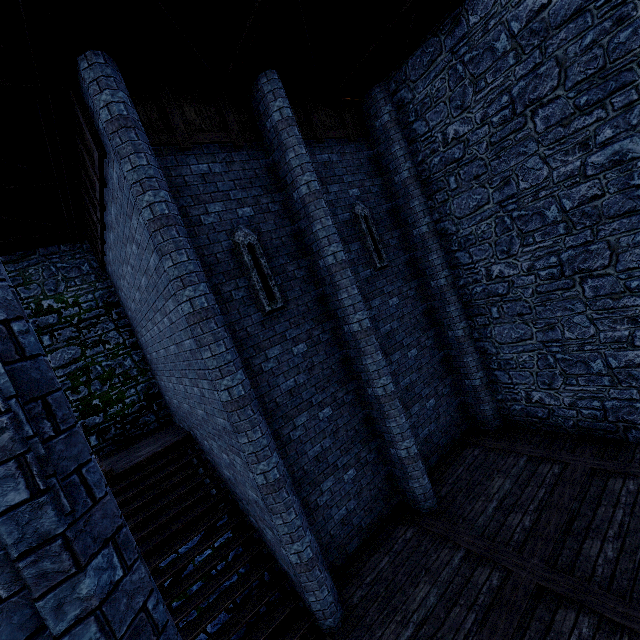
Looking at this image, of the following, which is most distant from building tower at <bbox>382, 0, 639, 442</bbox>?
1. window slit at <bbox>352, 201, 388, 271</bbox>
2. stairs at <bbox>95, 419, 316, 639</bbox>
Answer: window slit at <bbox>352, 201, 388, 271</bbox>

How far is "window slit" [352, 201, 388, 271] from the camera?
8.11m

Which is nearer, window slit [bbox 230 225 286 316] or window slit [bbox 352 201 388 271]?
window slit [bbox 230 225 286 316]

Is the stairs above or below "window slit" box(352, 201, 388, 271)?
below

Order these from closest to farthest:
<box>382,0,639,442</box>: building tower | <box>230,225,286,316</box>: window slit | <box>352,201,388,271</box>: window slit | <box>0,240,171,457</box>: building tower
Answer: <box>382,0,639,442</box>: building tower
<box>230,225,286,316</box>: window slit
<box>352,201,388,271</box>: window slit
<box>0,240,171,457</box>: building tower

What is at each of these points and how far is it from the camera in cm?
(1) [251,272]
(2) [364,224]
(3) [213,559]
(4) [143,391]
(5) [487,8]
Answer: (1) window slit, 625
(2) window slit, 814
(3) stairs, 638
(4) building tower, 1131
(5) building tower, 623

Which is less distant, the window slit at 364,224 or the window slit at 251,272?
the window slit at 251,272

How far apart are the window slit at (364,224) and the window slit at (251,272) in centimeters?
276cm
